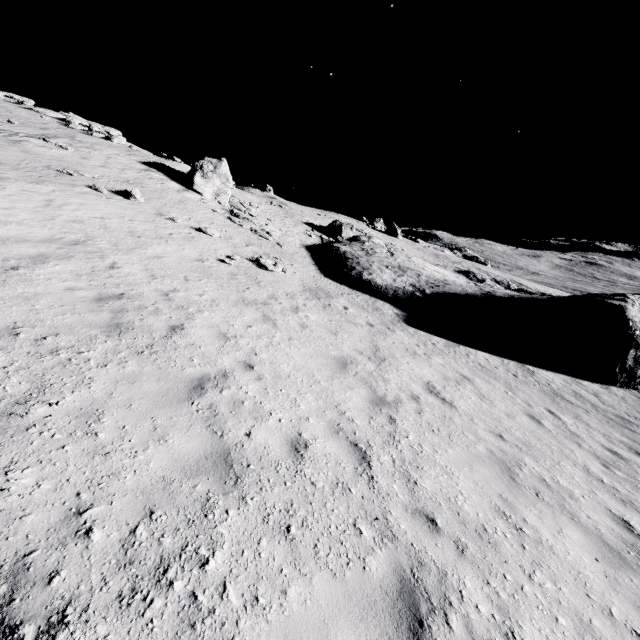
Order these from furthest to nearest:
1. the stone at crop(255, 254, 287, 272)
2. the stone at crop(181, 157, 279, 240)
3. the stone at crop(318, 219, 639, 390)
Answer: the stone at crop(181, 157, 279, 240) → the stone at crop(318, 219, 639, 390) → the stone at crop(255, 254, 287, 272)

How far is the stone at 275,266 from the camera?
16.08m

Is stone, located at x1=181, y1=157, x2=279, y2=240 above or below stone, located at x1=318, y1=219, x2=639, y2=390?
above

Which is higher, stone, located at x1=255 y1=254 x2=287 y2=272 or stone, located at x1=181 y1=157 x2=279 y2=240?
stone, located at x1=181 y1=157 x2=279 y2=240

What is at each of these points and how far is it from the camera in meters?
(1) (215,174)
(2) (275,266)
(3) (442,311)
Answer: (1) stone, 25.4 m
(2) stone, 16.5 m
(3) stone, 19.7 m

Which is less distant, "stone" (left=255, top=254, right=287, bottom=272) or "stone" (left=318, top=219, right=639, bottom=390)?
"stone" (left=255, top=254, right=287, bottom=272)

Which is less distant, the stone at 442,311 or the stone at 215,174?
the stone at 442,311

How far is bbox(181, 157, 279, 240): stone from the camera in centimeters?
2306cm
